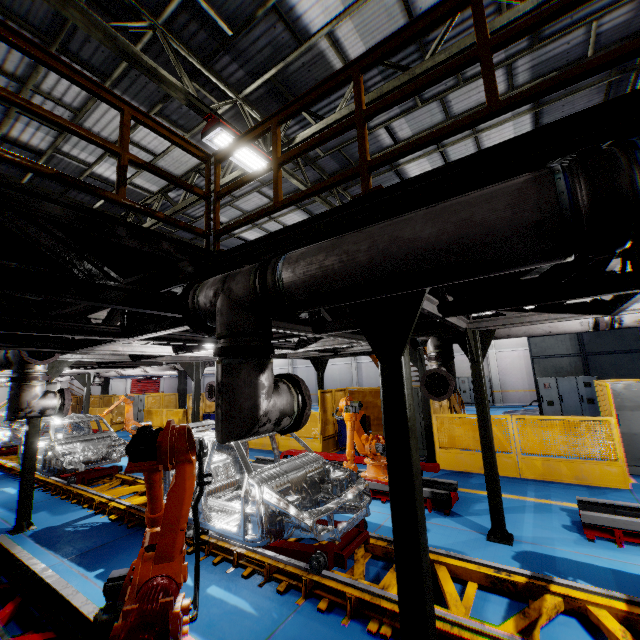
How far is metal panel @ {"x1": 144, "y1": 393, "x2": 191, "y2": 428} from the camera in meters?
16.0 m

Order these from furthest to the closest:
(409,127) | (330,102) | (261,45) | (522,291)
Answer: (409,127) → (330,102) → (261,45) → (522,291)

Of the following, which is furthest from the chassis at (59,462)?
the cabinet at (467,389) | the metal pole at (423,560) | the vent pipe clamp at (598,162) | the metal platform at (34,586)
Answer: the cabinet at (467,389)

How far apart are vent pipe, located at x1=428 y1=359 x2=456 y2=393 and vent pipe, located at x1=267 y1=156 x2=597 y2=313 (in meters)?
3.69

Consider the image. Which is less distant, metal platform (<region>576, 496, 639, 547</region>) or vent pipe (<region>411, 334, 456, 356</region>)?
metal platform (<region>576, 496, 639, 547</region>)

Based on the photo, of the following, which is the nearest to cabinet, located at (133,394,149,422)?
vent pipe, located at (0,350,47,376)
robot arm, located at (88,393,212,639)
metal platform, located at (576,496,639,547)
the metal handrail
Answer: the metal handrail

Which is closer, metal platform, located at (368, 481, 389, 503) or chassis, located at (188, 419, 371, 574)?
chassis, located at (188, 419, 371, 574)

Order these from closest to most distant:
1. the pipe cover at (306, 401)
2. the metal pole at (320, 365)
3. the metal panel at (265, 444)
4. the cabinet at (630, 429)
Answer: the pipe cover at (306, 401) → the cabinet at (630, 429) → the metal pole at (320, 365) → the metal panel at (265, 444)
